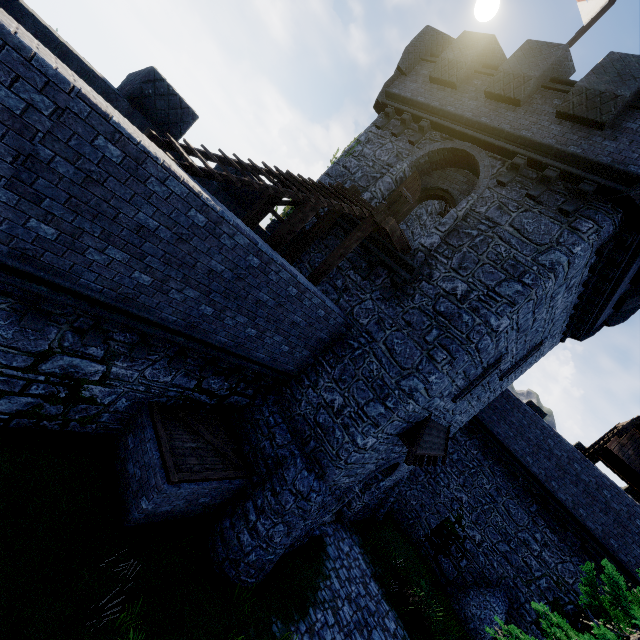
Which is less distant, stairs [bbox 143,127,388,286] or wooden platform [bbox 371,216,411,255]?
stairs [bbox 143,127,388,286]

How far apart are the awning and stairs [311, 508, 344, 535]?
4.41m

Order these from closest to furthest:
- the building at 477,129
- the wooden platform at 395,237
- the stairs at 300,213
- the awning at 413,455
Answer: the stairs at 300,213
the building at 477,129
the wooden platform at 395,237
the awning at 413,455

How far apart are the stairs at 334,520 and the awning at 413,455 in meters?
4.4 m

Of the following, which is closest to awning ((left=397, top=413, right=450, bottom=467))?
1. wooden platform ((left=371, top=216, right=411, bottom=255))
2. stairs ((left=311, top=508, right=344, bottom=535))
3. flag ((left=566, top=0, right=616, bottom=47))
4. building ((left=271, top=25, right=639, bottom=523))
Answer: building ((left=271, top=25, right=639, bottom=523))

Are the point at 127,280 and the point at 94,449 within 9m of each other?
yes

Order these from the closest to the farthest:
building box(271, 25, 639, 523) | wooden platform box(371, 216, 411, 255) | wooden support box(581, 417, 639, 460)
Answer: building box(271, 25, 639, 523)
wooden platform box(371, 216, 411, 255)
wooden support box(581, 417, 639, 460)

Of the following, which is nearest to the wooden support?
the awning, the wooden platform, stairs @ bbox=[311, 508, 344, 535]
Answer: the awning
